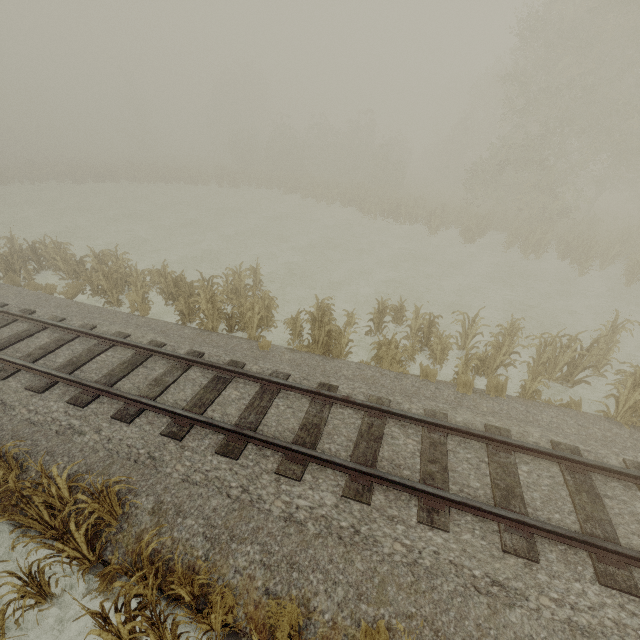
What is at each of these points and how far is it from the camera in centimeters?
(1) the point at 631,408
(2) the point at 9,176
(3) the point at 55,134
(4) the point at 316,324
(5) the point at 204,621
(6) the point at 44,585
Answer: (1) tree, 700cm
(2) tree, 3177cm
(3) tree, 5962cm
(4) tree, 899cm
(5) tree, 412cm
(6) tree, 456cm

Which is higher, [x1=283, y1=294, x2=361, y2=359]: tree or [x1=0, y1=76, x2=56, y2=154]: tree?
[x1=0, y1=76, x2=56, y2=154]: tree

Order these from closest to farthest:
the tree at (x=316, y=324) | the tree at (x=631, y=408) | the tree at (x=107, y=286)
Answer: the tree at (x=631, y=408) → the tree at (x=316, y=324) → the tree at (x=107, y=286)

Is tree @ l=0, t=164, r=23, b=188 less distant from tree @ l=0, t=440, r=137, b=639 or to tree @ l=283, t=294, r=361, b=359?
tree @ l=283, t=294, r=361, b=359

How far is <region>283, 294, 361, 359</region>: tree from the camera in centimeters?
914cm

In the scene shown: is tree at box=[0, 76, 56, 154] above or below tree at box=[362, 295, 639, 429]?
above

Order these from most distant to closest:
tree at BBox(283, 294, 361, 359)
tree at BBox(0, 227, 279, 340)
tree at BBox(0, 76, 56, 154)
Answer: tree at BBox(0, 76, 56, 154)
tree at BBox(0, 227, 279, 340)
tree at BBox(283, 294, 361, 359)

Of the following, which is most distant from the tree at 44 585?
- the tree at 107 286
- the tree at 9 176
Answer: the tree at 9 176
